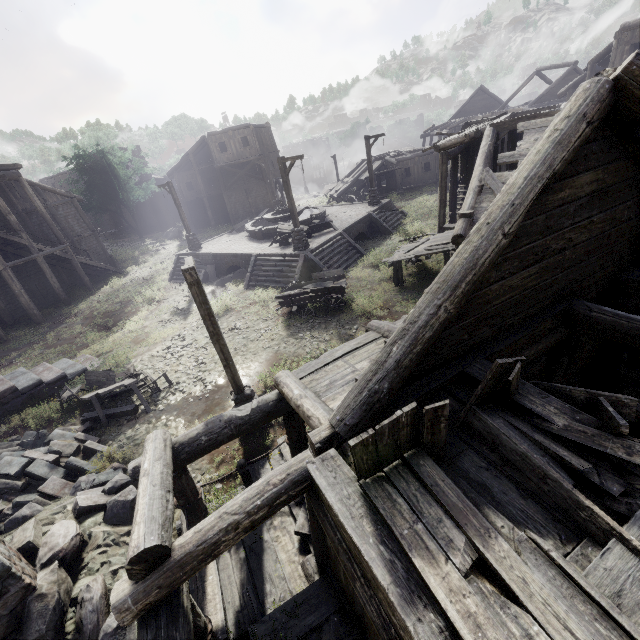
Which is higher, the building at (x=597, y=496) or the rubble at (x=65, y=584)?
the building at (x=597, y=496)

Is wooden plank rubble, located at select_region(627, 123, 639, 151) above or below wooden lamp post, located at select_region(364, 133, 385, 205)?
above

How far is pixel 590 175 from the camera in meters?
4.5

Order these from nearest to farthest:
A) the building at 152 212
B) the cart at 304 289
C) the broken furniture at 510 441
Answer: the broken furniture at 510 441 < the cart at 304 289 < the building at 152 212

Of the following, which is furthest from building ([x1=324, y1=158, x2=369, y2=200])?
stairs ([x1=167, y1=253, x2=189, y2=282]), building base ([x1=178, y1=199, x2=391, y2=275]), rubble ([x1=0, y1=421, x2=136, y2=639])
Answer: rubble ([x1=0, y1=421, x2=136, y2=639])

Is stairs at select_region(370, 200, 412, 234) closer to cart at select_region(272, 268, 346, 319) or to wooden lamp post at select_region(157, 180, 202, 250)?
cart at select_region(272, 268, 346, 319)

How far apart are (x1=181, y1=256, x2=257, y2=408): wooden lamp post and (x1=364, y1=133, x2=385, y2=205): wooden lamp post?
18.7m

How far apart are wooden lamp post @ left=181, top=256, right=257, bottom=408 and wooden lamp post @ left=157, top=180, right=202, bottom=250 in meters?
16.4
